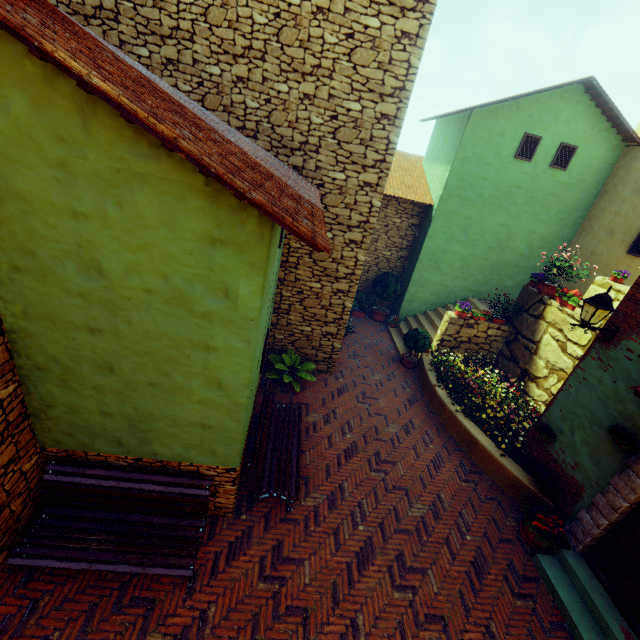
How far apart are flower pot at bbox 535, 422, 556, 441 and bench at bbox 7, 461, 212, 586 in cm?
618

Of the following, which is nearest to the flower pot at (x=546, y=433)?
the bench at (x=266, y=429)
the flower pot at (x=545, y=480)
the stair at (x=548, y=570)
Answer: the flower pot at (x=545, y=480)

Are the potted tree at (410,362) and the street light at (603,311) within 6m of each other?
yes

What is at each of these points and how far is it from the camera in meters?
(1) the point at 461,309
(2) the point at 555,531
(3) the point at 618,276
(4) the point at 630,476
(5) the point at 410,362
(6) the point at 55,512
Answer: (1) flower pot, 9.5 m
(2) flower pot, 5.6 m
(3) flower pot, 7.0 m
(4) stone doorway, 4.8 m
(5) potted tree, 10.2 m
(6) bench, 4.3 m

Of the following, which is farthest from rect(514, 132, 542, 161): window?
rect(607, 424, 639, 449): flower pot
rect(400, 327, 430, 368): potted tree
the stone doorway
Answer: rect(400, 327, 430, 368): potted tree

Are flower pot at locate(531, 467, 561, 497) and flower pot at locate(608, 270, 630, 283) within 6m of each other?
yes

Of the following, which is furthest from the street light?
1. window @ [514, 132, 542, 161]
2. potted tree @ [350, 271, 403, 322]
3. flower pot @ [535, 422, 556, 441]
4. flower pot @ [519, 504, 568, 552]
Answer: potted tree @ [350, 271, 403, 322]

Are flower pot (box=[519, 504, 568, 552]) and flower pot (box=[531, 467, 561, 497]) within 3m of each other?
yes
